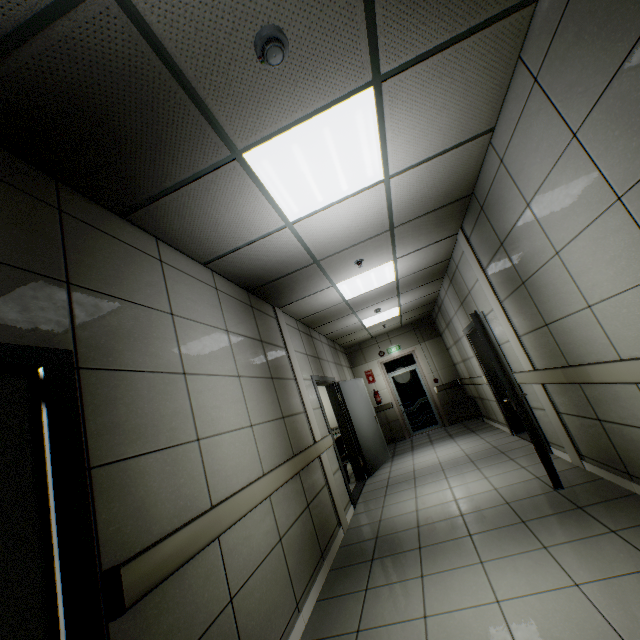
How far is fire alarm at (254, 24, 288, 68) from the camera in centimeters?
154cm

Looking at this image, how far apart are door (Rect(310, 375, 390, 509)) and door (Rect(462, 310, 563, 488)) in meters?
2.6 m

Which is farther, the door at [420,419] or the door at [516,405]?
the door at [420,419]

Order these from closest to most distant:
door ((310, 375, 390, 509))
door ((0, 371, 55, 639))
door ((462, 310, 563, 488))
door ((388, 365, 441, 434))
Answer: door ((0, 371, 55, 639)) → door ((462, 310, 563, 488)) → door ((310, 375, 390, 509)) → door ((388, 365, 441, 434))

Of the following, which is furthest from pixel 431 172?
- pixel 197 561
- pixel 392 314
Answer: pixel 392 314

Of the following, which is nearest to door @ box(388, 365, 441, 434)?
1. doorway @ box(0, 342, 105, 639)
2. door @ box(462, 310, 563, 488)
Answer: door @ box(462, 310, 563, 488)

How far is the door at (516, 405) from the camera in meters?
3.5

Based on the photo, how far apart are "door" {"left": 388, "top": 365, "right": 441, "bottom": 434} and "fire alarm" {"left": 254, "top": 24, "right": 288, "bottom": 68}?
9.6 meters
